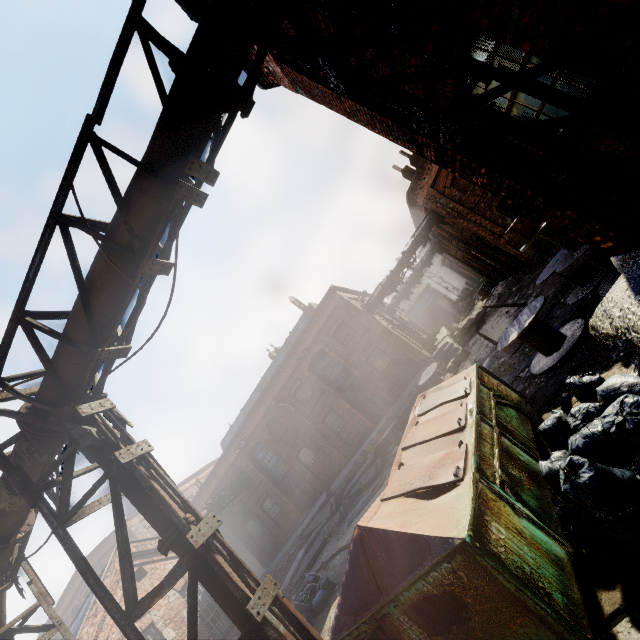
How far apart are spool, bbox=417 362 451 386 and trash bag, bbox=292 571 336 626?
9.21m

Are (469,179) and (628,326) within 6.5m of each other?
yes

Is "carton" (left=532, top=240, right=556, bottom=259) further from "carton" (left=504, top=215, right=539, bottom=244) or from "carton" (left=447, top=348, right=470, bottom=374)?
"carton" (left=504, top=215, right=539, bottom=244)

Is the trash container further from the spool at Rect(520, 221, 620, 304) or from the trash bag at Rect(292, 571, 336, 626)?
the trash bag at Rect(292, 571, 336, 626)

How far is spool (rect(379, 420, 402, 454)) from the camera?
16.7 meters

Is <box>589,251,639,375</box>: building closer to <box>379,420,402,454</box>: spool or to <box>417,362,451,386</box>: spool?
<box>417,362,451,386</box>: spool

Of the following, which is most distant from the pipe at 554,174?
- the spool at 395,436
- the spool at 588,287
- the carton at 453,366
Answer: the carton at 453,366

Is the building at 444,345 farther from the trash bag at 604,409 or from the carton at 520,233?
the trash bag at 604,409
